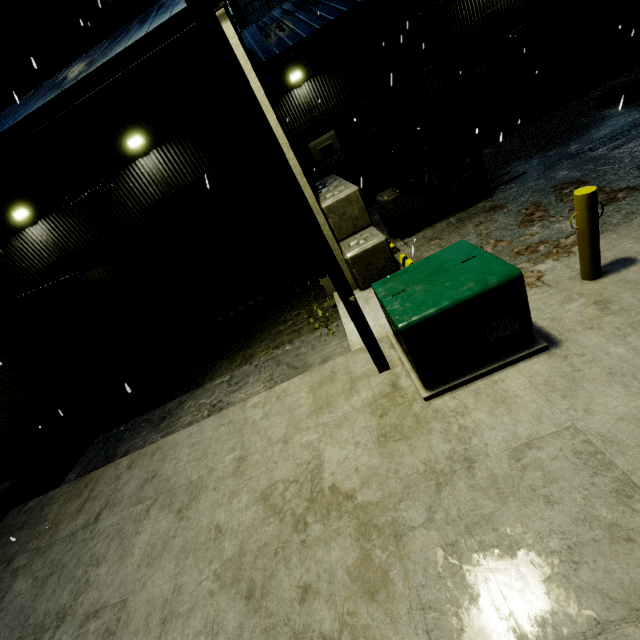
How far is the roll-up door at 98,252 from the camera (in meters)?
12.47

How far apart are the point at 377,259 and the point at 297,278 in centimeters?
588cm

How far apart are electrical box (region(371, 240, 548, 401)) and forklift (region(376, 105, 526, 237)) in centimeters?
383cm

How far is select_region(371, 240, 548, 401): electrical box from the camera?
3.4m

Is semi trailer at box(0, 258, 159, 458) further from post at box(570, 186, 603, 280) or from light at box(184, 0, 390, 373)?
post at box(570, 186, 603, 280)

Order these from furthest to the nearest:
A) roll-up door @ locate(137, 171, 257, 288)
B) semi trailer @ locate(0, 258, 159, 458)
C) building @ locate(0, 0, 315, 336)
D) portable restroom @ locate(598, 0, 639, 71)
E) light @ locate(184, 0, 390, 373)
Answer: roll-up door @ locate(137, 171, 257, 288) → portable restroom @ locate(598, 0, 639, 71) → semi trailer @ locate(0, 258, 159, 458) → building @ locate(0, 0, 315, 336) → light @ locate(184, 0, 390, 373)

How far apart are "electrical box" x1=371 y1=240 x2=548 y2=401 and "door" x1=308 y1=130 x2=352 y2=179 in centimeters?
1462cm

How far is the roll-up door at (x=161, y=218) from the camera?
11.96m
